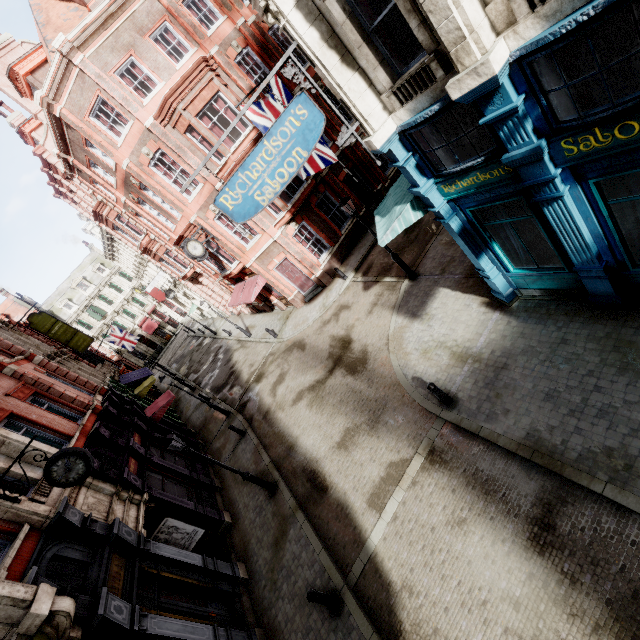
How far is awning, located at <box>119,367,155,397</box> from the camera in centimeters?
2558cm

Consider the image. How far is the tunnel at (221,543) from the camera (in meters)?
12.04

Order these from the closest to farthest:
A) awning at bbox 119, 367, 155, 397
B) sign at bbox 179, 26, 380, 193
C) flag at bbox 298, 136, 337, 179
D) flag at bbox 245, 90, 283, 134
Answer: sign at bbox 179, 26, 380, 193, flag at bbox 245, 90, 283, 134, flag at bbox 298, 136, 337, 179, awning at bbox 119, 367, 155, 397

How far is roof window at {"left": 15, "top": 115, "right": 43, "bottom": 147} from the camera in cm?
2266

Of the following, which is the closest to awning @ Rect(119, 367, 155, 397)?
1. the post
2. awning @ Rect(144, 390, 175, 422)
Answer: awning @ Rect(144, 390, 175, 422)

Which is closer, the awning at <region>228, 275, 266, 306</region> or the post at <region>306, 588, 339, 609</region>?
the post at <region>306, 588, 339, 609</region>

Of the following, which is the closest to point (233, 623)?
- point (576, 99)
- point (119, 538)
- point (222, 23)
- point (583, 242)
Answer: point (119, 538)

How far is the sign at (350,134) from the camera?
6.2 meters
